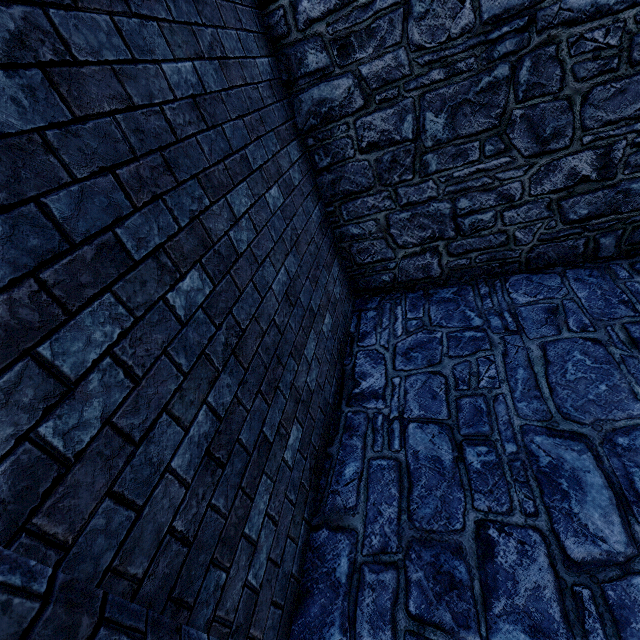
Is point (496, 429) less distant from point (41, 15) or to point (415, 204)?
point (415, 204)
